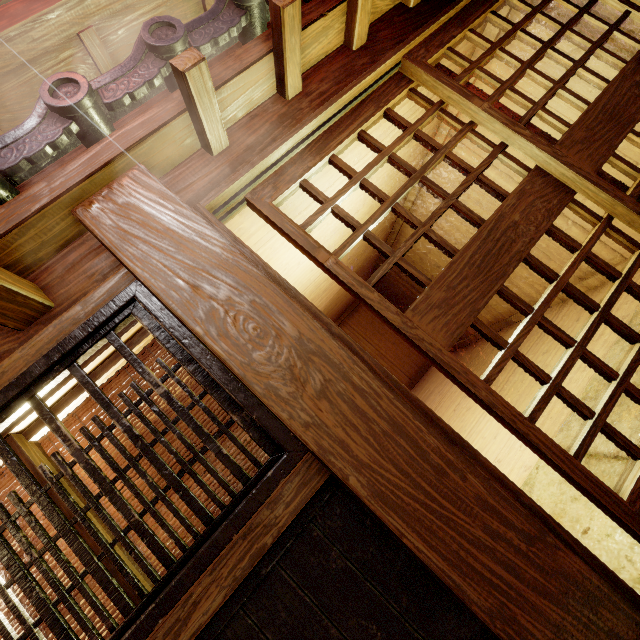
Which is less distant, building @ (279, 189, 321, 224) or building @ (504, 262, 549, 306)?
building @ (279, 189, 321, 224)

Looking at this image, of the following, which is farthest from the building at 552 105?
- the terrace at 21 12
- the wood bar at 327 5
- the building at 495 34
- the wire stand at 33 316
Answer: the terrace at 21 12

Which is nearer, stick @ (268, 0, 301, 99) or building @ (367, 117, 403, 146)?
stick @ (268, 0, 301, 99)

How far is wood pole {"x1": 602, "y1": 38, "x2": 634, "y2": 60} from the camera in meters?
4.7

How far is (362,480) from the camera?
2.37m

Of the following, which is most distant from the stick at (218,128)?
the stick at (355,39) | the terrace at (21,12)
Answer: the terrace at (21,12)

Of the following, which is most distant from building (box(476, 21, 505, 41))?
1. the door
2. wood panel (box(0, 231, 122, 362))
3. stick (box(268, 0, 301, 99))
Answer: wood panel (box(0, 231, 122, 362))

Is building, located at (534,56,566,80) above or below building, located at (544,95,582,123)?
above
